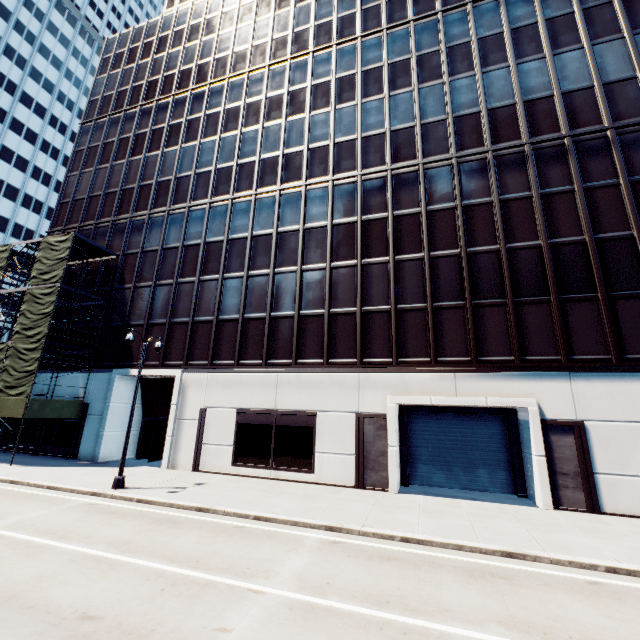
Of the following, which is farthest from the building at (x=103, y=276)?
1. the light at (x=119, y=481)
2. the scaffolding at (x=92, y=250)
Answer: the light at (x=119, y=481)

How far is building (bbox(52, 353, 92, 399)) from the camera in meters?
24.0 m

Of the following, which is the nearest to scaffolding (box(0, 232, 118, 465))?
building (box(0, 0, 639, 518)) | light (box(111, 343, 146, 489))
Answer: building (box(0, 0, 639, 518))

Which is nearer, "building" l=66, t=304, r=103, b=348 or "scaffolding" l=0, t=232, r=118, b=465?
"scaffolding" l=0, t=232, r=118, b=465

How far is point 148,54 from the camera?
34.1m

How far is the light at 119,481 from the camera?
14.78m

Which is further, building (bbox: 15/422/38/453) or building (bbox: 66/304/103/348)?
building (bbox: 66/304/103/348)

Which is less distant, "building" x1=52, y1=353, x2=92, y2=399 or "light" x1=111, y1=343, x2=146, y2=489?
"light" x1=111, y1=343, x2=146, y2=489
